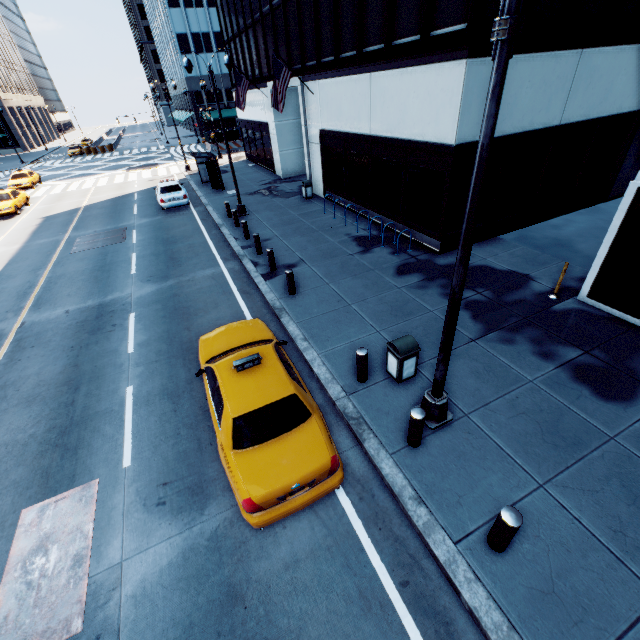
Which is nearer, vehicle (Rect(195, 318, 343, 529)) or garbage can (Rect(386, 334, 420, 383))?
vehicle (Rect(195, 318, 343, 529))

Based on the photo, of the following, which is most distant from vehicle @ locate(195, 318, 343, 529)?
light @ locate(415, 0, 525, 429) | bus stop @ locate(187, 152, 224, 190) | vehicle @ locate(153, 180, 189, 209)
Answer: bus stop @ locate(187, 152, 224, 190)

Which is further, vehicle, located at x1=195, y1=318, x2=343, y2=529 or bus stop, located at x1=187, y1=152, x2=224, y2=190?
bus stop, located at x1=187, y1=152, x2=224, y2=190

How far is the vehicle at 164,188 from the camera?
20.61m

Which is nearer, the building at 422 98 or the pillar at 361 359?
the pillar at 361 359

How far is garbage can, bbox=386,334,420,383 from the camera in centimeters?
692cm

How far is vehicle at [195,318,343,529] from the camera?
5.0m

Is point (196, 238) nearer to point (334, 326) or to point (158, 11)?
point (334, 326)
